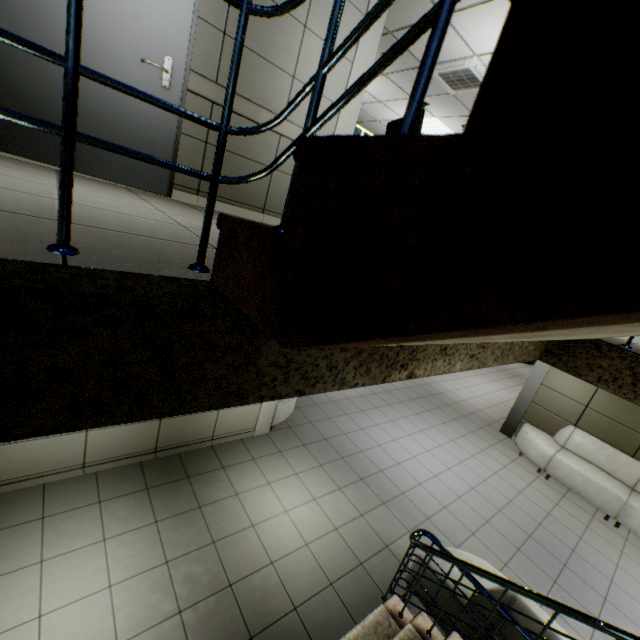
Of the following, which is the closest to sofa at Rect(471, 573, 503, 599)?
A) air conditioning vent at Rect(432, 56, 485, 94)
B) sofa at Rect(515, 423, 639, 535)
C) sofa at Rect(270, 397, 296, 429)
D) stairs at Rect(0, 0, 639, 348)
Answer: stairs at Rect(0, 0, 639, 348)

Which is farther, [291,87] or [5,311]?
[291,87]

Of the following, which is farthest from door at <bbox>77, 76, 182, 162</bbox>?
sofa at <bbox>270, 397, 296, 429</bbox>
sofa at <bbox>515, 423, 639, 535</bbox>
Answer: sofa at <bbox>515, 423, 639, 535</bbox>

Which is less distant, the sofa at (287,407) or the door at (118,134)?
the door at (118,134)

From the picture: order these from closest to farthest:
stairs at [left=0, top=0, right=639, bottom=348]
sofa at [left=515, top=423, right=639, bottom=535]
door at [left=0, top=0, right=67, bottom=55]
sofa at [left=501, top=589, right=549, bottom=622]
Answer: stairs at [left=0, top=0, right=639, bottom=348], door at [left=0, top=0, right=67, bottom=55], sofa at [left=501, top=589, right=549, bottom=622], sofa at [left=515, top=423, right=639, bottom=535]

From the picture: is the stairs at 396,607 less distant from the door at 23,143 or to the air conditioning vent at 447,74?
the door at 23,143

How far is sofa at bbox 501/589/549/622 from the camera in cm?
279

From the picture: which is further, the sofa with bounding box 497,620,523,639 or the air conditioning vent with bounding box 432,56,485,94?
the air conditioning vent with bounding box 432,56,485,94
